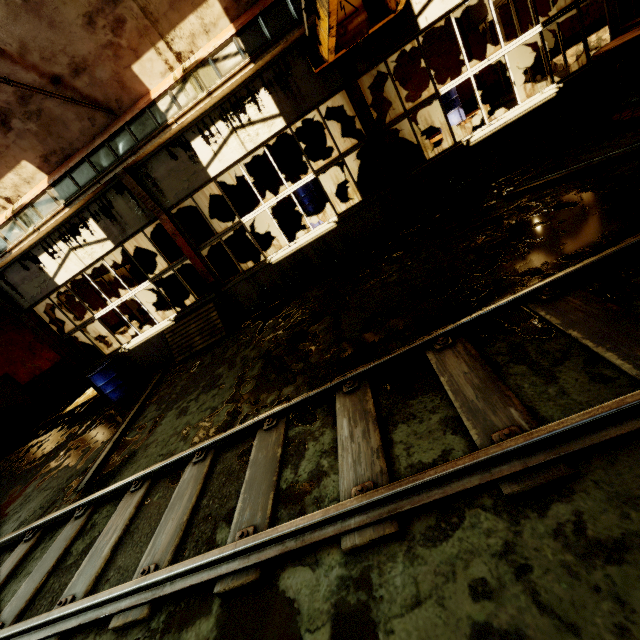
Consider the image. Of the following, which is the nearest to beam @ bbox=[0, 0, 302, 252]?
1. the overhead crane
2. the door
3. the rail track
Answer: the overhead crane

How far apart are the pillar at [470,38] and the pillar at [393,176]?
6.00m

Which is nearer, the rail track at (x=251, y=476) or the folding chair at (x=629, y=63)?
the rail track at (x=251, y=476)

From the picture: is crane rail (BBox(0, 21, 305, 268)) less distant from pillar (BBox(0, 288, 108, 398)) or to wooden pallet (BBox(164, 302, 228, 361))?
pillar (BBox(0, 288, 108, 398))

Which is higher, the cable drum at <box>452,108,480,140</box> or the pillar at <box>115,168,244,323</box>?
the pillar at <box>115,168,244,323</box>

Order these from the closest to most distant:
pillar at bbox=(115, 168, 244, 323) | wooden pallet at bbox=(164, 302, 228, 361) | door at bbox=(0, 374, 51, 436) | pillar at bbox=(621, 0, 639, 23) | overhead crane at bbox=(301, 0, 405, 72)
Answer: overhead crane at bbox=(301, 0, 405, 72), pillar at bbox=(621, 0, 639, 23), pillar at bbox=(115, 168, 244, 323), wooden pallet at bbox=(164, 302, 228, 361), door at bbox=(0, 374, 51, 436)

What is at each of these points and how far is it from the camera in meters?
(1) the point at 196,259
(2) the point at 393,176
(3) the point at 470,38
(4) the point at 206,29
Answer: (1) pillar, 7.8
(2) pillar, 7.0
(3) pillar, 9.8
(4) building, 5.8

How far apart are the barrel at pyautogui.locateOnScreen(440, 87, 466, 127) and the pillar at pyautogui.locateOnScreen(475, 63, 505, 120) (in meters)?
2.62
